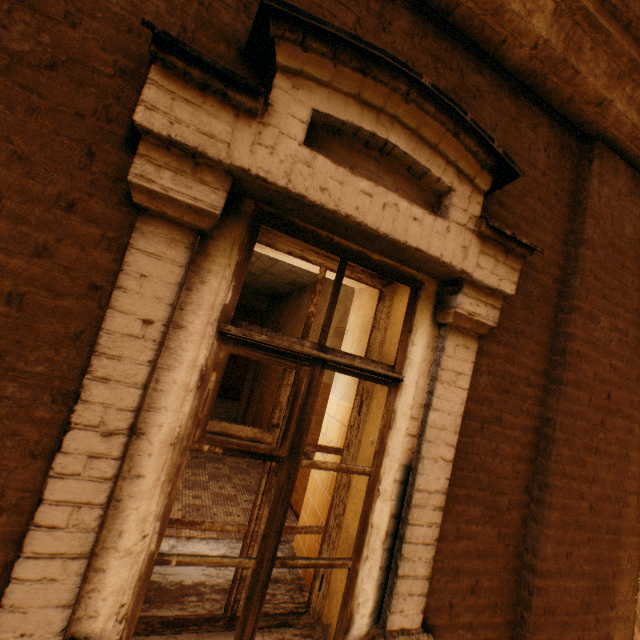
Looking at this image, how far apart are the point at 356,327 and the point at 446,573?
1.5 meters
